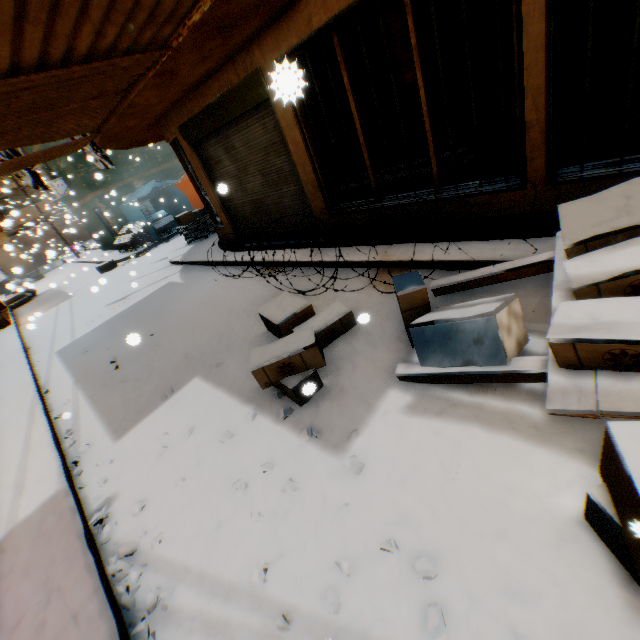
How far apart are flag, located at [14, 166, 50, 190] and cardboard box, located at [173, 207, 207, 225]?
1.1m

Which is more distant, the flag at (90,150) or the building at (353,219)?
the flag at (90,150)

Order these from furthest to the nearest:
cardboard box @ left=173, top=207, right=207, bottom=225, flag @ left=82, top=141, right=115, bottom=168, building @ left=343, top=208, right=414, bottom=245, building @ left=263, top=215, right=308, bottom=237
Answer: cardboard box @ left=173, top=207, right=207, bottom=225
flag @ left=82, top=141, right=115, bottom=168
building @ left=263, top=215, right=308, bottom=237
building @ left=343, top=208, right=414, bottom=245

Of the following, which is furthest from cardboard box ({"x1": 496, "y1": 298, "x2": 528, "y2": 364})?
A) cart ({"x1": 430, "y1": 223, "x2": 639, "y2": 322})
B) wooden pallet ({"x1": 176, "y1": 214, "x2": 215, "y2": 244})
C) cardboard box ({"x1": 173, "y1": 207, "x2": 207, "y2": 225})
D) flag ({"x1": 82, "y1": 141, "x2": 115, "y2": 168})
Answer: wooden pallet ({"x1": 176, "y1": 214, "x2": 215, "y2": 244})

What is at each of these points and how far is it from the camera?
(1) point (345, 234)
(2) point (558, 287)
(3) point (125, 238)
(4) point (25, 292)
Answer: (1) building, 6.0m
(2) cart, 2.6m
(3) table, 16.7m
(4) wheel, 16.9m

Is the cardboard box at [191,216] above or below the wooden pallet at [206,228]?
above

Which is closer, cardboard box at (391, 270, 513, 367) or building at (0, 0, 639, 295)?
cardboard box at (391, 270, 513, 367)
